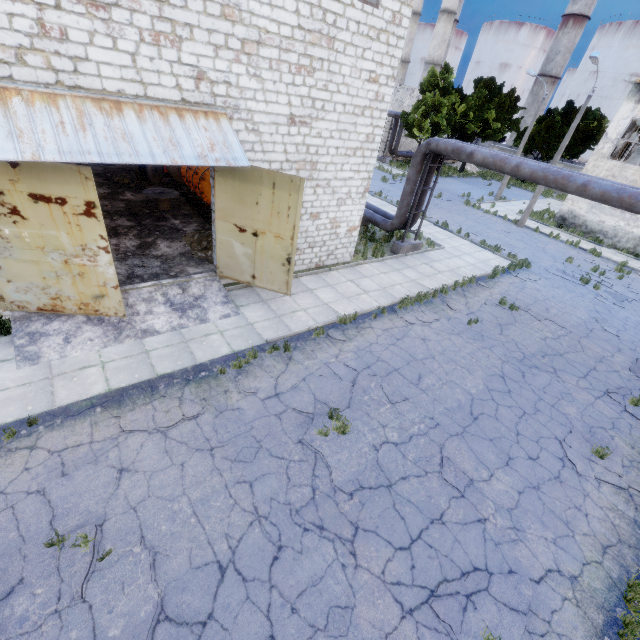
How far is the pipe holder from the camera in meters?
14.4

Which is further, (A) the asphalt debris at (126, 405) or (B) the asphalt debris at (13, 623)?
(A) the asphalt debris at (126, 405)

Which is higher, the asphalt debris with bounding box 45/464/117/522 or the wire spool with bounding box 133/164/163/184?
the wire spool with bounding box 133/164/163/184

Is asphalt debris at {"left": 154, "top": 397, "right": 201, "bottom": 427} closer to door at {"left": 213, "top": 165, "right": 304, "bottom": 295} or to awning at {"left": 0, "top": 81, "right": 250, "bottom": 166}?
door at {"left": 213, "top": 165, "right": 304, "bottom": 295}

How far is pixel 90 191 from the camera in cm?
681

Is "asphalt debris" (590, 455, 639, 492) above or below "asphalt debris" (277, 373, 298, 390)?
below

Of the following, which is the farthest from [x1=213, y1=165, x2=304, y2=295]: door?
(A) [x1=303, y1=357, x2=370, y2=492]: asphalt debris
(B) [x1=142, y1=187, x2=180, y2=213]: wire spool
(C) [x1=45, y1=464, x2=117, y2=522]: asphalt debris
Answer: (C) [x1=45, y1=464, x2=117, y2=522]: asphalt debris

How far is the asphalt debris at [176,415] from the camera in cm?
683
